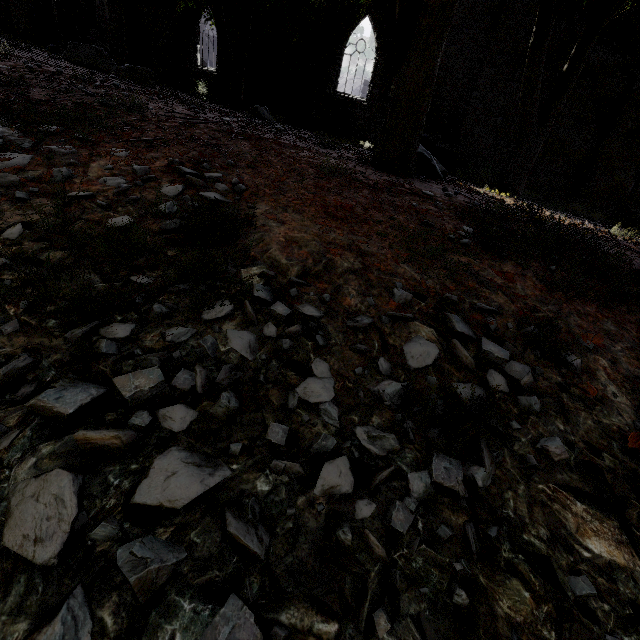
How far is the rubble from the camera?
12.89m

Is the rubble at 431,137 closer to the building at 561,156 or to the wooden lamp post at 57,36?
the building at 561,156

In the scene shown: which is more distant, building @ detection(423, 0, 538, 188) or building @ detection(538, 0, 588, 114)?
building @ detection(423, 0, 538, 188)

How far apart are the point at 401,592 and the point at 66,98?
5.3 meters

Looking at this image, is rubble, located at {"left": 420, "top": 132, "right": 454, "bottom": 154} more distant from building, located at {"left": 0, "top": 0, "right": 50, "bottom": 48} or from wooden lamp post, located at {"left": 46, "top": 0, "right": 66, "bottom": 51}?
wooden lamp post, located at {"left": 46, "top": 0, "right": 66, "bottom": 51}

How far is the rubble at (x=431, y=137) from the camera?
12.9m
